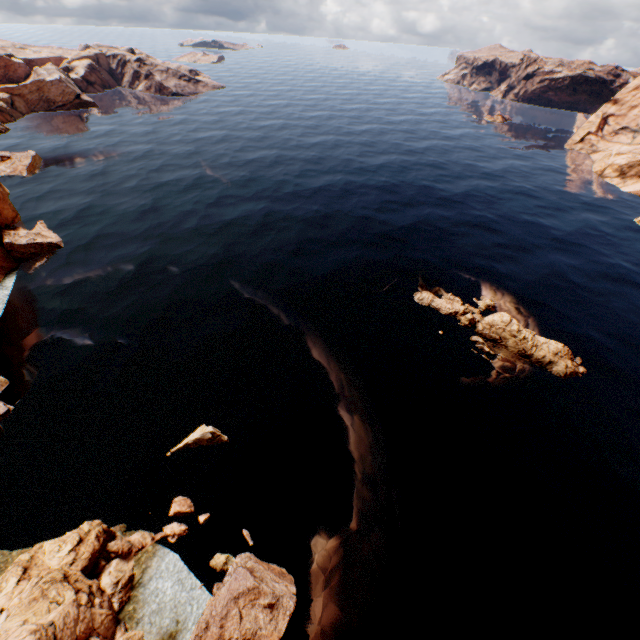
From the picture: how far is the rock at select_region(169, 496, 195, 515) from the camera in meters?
20.8 m

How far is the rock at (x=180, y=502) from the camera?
20.8 meters

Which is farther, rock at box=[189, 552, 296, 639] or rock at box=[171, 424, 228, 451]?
rock at box=[171, 424, 228, 451]

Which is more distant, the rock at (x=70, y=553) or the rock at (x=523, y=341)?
the rock at (x=523, y=341)

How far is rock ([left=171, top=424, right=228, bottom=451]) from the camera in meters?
24.1

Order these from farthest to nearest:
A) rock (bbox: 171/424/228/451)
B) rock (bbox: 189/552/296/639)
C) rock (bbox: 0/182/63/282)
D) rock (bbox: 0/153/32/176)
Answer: rock (bbox: 0/153/32/176) < rock (bbox: 0/182/63/282) < rock (bbox: 171/424/228/451) < rock (bbox: 189/552/296/639)

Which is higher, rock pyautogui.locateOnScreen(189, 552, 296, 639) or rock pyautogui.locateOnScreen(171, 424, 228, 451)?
rock pyautogui.locateOnScreen(189, 552, 296, 639)

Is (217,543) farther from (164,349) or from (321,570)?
(164,349)
